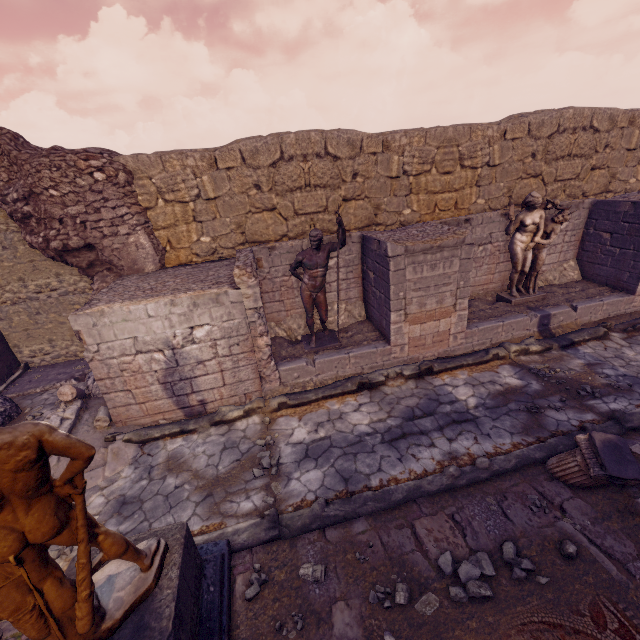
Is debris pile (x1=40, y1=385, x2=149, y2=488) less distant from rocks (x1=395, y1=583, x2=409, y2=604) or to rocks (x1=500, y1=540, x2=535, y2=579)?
rocks (x1=395, y1=583, x2=409, y2=604)

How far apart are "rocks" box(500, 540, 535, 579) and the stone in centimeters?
273cm

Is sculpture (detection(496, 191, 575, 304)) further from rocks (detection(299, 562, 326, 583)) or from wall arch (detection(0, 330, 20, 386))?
wall arch (detection(0, 330, 20, 386))

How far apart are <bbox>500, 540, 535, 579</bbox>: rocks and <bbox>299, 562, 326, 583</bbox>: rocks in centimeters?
205cm

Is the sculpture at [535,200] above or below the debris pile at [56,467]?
above

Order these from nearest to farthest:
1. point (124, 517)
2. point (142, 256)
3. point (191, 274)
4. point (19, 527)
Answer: point (19, 527) → point (124, 517) → point (191, 274) → point (142, 256)

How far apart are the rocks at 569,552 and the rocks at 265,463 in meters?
3.8

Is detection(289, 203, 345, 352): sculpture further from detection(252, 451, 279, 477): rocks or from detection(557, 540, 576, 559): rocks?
detection(557, 540, 576, 559): rocks
